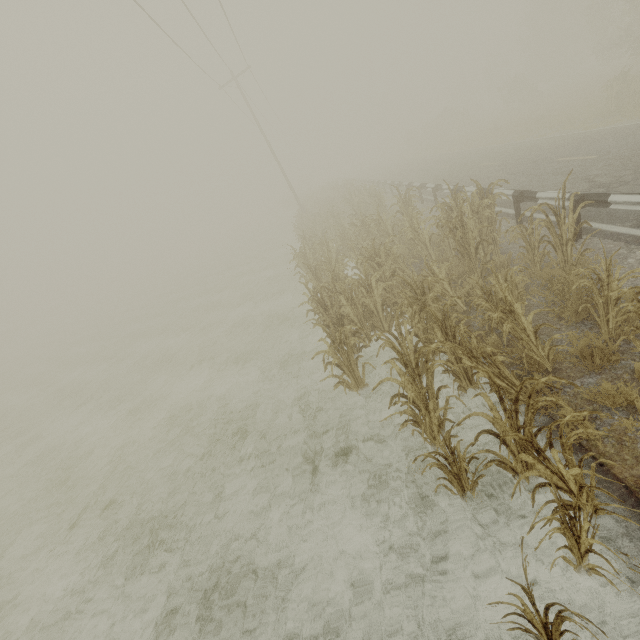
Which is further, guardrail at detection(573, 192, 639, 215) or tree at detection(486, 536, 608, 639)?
guardrail at detection(573, 192, 639, 215)

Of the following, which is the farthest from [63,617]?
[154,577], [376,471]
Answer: A: [376,471]

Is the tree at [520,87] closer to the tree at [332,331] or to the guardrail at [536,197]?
the guardrail at [536,197]

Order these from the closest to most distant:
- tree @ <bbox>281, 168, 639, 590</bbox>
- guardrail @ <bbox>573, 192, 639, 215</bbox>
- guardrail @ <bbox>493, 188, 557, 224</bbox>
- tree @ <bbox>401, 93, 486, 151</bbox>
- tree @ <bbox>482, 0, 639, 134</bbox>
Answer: tree @ <bbox>281, 168, 639, 590</bbox>
guardrail @ <bbox>573, 192, 639, 215</bbox>
guardrail @ <bbox>493, 188, 557, 224</bbox>
tree @ <bbox>482, 0, 639, 134</bbox>
tree @ <bbox>401, 93, 486, 151</bbox>

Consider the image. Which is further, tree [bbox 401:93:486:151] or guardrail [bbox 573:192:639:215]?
tree [bbox 401:93:486:151]

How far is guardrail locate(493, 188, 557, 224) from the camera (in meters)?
7.67

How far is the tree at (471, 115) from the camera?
39.00m
